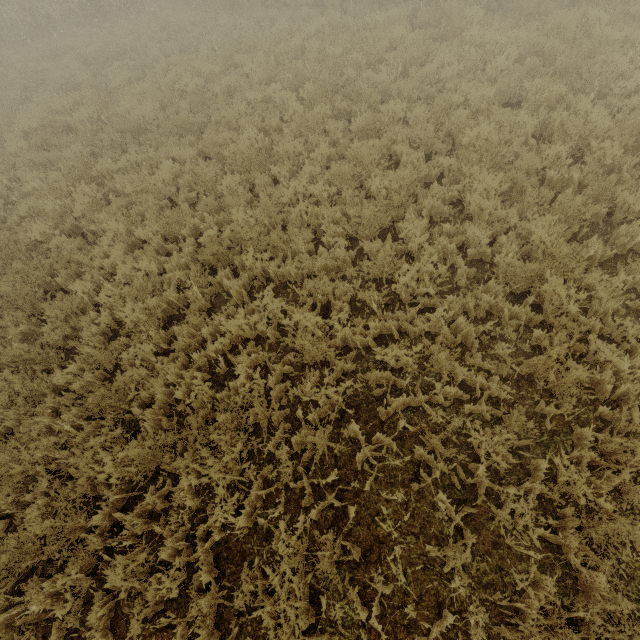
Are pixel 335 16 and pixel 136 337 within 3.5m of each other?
no
